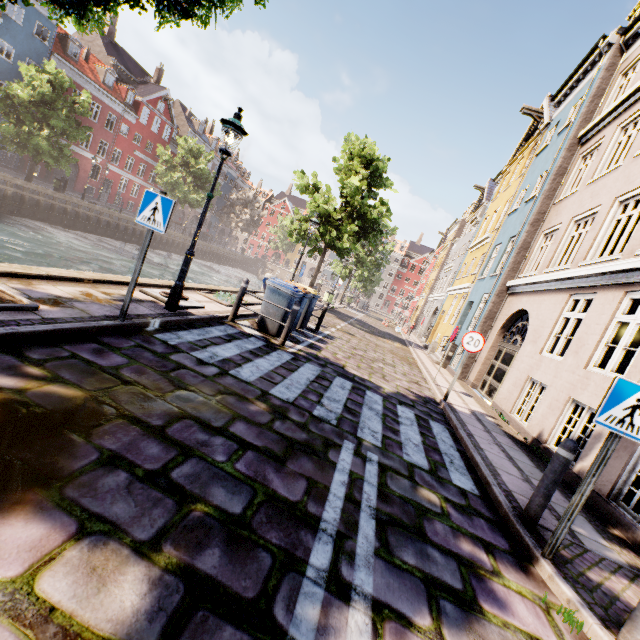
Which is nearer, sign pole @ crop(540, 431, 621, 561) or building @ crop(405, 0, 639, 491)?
sign pole @ crop(540, 431, 621, 561)

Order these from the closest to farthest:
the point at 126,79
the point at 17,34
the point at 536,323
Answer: the point at 536,323 < the point at 17,34 < the point at 126,79

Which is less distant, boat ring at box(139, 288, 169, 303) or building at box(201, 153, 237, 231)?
boat ring at box(139, 288, 169, 303)

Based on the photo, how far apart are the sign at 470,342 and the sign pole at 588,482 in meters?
5.1 m

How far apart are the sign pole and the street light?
6.3m

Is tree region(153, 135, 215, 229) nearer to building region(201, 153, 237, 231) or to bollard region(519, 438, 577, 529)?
building region(201, 153, 237, 231)

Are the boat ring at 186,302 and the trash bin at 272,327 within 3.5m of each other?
yes

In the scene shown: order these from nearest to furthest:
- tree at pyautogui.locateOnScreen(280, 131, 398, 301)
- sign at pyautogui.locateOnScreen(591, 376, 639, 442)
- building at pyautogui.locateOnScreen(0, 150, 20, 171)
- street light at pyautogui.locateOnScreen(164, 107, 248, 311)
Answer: sign at pyautogui.locateOnScreen(591, 376, 639, 442)
street light at pyautogui.locateOnScreen(164, 107, 248, 311)
tree at pyautogui.locateOnScreen(280, 131, 398, 301)
building at pyautogui.locateOnScreen(0, 150, 20, 171)
